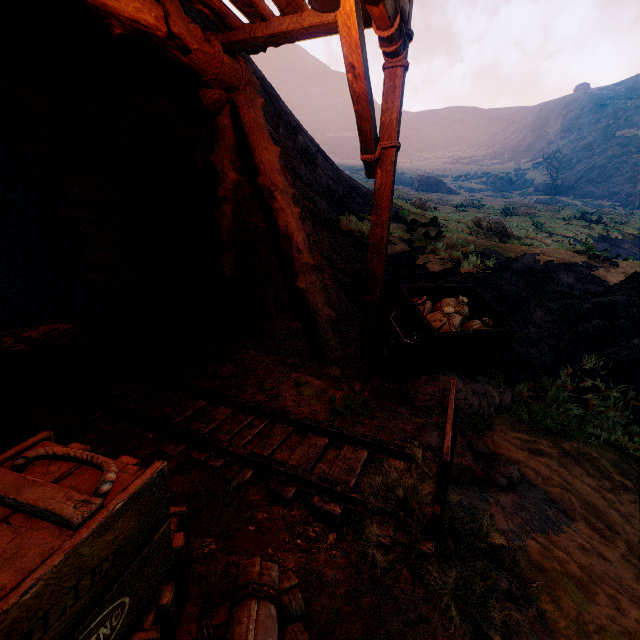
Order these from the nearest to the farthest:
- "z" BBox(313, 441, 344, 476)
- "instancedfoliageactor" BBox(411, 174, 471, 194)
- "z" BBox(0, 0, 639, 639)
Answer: "z" BBox(0, 0, 639, 639) → "z" BBox(313, 441, 344, 476) → "instancedfoliageactor" BBox(411, 174, 471, 194)

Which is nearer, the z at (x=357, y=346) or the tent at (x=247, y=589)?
the tent at (x=247, y=589)

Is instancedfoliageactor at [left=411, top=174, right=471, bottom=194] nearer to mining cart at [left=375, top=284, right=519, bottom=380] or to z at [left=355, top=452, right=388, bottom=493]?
z at [left=355, top=452, right=388, bottom=493]

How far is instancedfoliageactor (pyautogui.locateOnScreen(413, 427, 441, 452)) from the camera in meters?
3.4

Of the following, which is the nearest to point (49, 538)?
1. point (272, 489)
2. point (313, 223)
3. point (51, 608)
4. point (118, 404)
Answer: point (51, 608)

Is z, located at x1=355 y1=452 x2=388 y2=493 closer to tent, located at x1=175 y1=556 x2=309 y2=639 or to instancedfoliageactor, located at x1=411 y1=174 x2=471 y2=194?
tent, located at x1=175 y1=556 x2=309 y2=639

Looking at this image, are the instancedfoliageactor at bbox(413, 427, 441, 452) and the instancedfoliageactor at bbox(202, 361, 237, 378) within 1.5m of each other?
no

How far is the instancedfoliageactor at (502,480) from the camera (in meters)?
3.09
